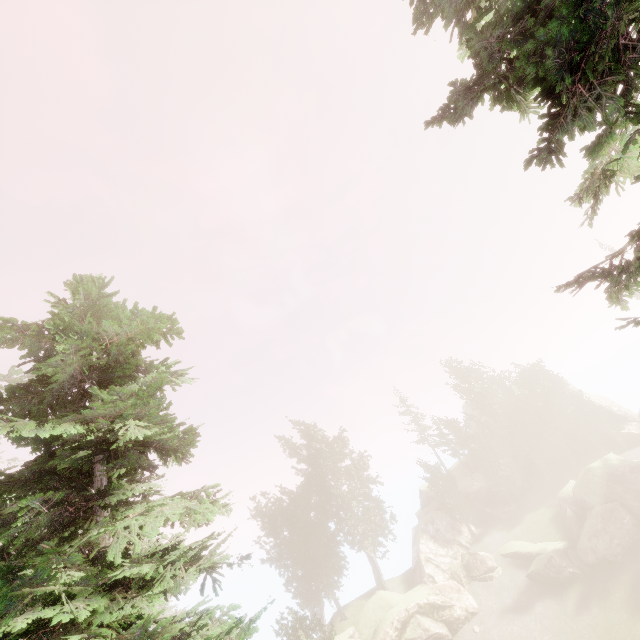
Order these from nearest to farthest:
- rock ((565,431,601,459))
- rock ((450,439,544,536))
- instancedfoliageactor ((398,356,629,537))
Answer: rock ((450,439,544,536)), instancedfoliageactor ((398,356,629,537)), rock ((565,431,601,459))

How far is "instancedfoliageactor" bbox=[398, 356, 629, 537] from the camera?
41.9 meters

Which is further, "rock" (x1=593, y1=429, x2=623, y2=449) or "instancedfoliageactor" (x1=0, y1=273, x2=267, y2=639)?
"rock" (x1=593, y1=429, x2=623, y2=449)

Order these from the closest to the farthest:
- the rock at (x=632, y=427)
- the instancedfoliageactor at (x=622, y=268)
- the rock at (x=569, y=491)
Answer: the instancedfoliageactor at (x=622, y=268), the rock at (x=569, y=491), the rock at (x=632, y=427)

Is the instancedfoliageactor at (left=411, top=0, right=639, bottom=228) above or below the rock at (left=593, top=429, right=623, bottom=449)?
above

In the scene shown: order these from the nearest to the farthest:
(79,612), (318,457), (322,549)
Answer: (79,612) → (322,549) → (318,457)

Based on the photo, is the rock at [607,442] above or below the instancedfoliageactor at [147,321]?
below

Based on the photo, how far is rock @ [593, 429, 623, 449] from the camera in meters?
43.6 m
